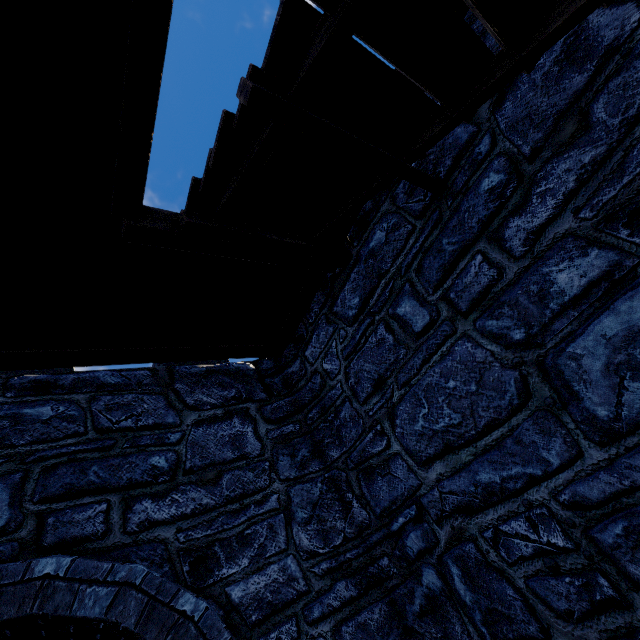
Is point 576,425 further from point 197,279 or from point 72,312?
point 72,312
